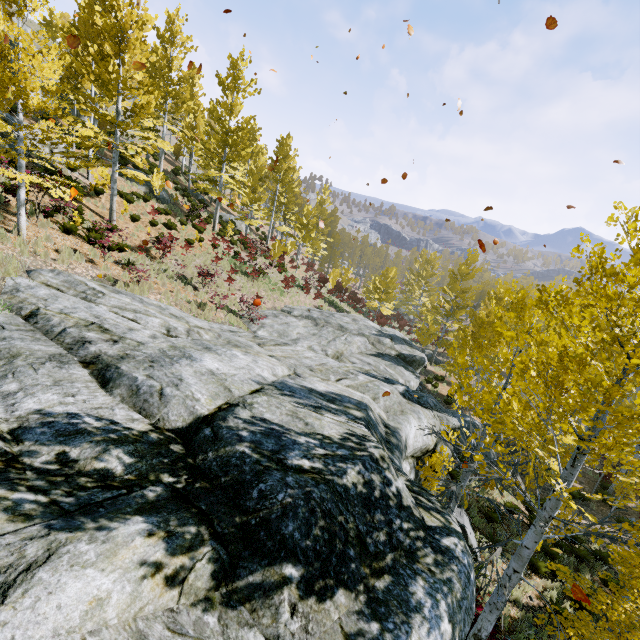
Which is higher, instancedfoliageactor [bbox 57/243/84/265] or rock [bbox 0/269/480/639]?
instancedfoliageactor [bbox 57/243/84/265]

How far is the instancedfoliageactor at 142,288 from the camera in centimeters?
1077cm

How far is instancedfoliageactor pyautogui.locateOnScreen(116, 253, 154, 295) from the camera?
10.8m

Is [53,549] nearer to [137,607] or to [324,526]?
[137,607]

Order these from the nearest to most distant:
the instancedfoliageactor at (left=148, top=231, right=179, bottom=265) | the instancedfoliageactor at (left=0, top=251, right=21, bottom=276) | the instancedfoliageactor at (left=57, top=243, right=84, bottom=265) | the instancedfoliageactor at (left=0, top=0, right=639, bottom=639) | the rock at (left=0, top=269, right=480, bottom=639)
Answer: the rock at (left=0, top=269, right=480, bottom=639) < the instancedfoliageactor at (left=0, top=0, right=639, bottom=639) < the instancedfoliageactor at (left=0, top=251, right=21, bottom=276) < the instancedfoliageactor at (left=57, top=243, right=84, bottom=265) < the instancedfoliageactor at (left=148, top=231, right=179, bottom=265)

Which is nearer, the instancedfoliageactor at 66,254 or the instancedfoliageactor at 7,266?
the instancedfoliageactor at 7,266

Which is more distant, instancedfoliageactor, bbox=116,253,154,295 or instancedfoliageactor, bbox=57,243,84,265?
instancedfoliageactor, bbox=116,253,154,295

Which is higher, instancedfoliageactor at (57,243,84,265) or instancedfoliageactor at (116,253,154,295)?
instancedfoliageactor at (57,243,84,265)
